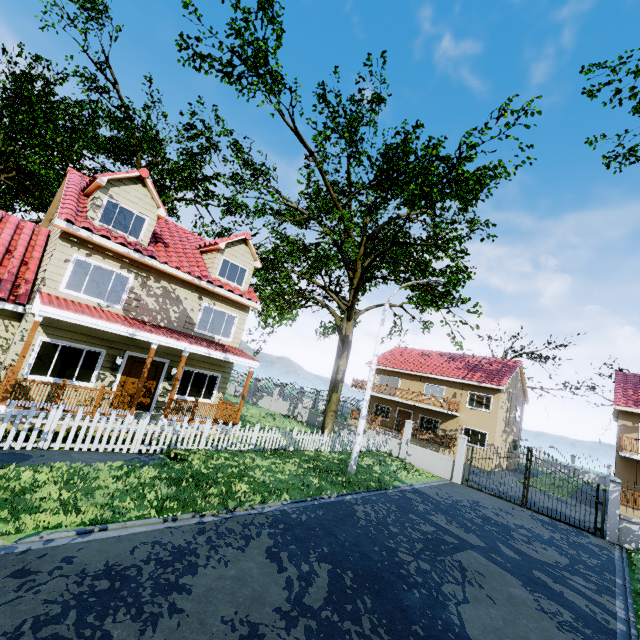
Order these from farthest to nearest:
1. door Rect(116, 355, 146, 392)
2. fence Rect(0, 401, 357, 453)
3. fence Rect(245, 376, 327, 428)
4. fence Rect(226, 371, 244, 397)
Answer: fence Rect(226, 371, 244, 397) < fence Rect(245, 376, 327, 428) < door Rect(116, 355, 146, 392) < fence Rect(0, 401, 357, 453)

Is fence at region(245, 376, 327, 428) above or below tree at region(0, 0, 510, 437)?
below

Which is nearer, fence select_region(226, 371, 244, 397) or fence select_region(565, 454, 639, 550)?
fence select_region(565, 454, 639, 550)

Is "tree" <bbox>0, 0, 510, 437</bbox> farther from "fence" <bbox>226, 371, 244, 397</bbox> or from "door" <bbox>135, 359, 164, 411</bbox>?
"door" <bbox>135, 359, 164, 411</bbox>

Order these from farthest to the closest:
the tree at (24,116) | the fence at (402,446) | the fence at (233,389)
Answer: the fence at (233,389) < the fence at (402,446) < the tree at (24,116)

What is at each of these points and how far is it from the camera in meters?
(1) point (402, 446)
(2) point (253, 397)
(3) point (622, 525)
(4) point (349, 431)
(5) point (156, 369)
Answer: (1) fence, 20.0 m
(2) fence, 31.0 m
(3) fence, 13.3 m
(4) fence, 22.9 m
(5) door, 13.4 m

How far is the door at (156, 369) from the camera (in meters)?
13.03

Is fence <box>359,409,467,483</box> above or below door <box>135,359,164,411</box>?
below
